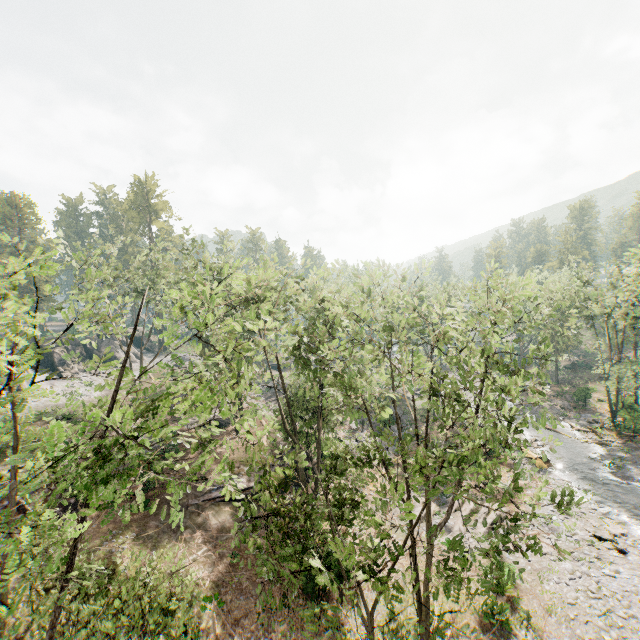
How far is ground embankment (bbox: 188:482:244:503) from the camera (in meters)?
22.72

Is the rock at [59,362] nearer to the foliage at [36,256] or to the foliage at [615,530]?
the foliage at [36,256]

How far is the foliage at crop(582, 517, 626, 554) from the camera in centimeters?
2009cm

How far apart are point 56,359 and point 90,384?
7.46m

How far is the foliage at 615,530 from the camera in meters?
20.1 m

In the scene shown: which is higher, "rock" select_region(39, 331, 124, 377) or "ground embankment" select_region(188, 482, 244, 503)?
"rock" select_region(39, 331, 124, 377)

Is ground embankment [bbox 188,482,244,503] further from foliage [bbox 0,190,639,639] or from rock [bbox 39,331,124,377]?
rock [bbox 39,331,124,377]

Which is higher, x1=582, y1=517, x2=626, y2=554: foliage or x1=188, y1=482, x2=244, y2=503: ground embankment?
x1=188, y1=482, x2=244, y2=503: ground embankment
